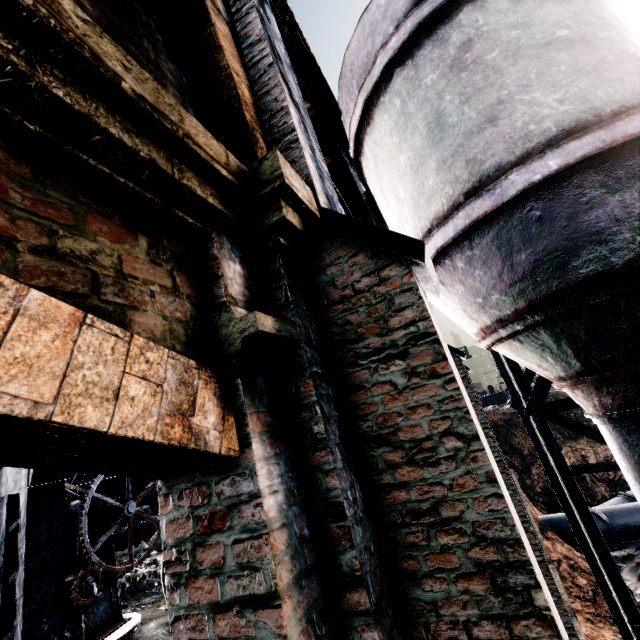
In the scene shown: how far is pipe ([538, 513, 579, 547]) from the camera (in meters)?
17.48

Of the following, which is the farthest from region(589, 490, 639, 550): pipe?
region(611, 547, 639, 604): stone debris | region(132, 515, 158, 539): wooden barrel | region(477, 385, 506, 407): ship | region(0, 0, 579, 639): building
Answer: region(477, 385, 506, 407): ship

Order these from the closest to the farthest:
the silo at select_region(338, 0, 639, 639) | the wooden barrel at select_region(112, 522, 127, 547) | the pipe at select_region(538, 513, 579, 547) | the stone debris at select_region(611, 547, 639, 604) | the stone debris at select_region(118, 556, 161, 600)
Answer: the silo at select_region(338, 0, 639, 639)
the stone debris at select_region(118, 556, 161, 600)
the stone debris at select_region(611, 547, 639, 604)
the wooden barrel at select_region(112, 522, 127, 547)
the pipe at select_region(538, 513, 579, 547)

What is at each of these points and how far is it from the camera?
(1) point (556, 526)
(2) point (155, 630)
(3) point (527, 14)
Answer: (1) pipe, 17.9 meters
(2) machinerystone, 5.1 meters
(3) silo, 4.6 meters

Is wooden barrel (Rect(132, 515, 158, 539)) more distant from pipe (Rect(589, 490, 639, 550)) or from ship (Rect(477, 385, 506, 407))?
ship (Rect(477, 385, 506, 407))

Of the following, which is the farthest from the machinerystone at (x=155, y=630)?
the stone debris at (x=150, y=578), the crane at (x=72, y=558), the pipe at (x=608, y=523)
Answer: the pipe at (x=608, y=523)

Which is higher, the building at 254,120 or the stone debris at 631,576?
the building at 254,120

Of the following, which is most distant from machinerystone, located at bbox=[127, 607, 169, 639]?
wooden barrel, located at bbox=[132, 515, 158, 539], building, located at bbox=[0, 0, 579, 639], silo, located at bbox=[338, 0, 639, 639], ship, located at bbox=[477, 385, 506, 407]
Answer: ship, located at bbox=[477, 385, 506, 407]
